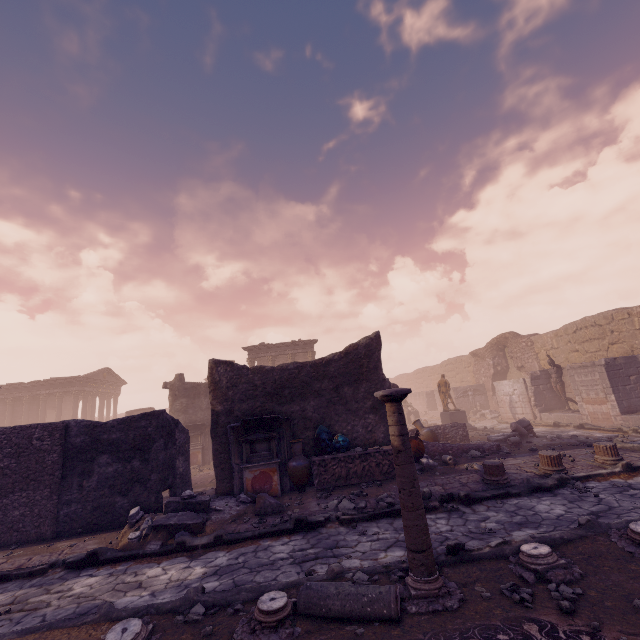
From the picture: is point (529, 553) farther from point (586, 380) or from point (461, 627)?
point (586, 380)

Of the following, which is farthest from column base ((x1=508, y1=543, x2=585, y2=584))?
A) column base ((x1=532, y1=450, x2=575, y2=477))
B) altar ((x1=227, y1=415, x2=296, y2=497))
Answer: altar ((x1=227, y1=415, x2=296, y2=497))

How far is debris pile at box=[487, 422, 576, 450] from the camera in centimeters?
1129cm

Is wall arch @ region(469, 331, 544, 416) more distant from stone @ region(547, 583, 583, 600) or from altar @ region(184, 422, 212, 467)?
stone @ region(547, 583, 583, 600)

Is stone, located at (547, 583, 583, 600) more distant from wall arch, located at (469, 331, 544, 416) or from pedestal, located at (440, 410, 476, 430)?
wall arch, located at (469, 331, 544, 416)

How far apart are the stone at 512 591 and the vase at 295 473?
5.75m

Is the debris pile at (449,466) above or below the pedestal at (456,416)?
below

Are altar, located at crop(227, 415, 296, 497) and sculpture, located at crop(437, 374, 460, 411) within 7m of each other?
no
